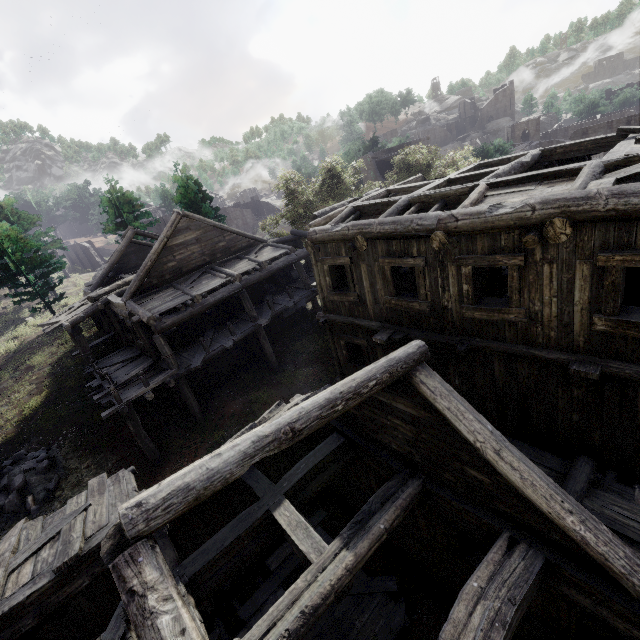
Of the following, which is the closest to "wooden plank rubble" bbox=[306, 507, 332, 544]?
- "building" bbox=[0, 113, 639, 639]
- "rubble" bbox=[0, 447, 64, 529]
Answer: "building" bbox=[0, 113, 639, 639]

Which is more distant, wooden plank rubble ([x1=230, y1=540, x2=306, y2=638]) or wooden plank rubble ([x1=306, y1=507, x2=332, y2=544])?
wooden plank rubble ([x1=306, y1=507, x2=332, y2=544])

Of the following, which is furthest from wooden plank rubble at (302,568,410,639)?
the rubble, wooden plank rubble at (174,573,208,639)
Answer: the rubble

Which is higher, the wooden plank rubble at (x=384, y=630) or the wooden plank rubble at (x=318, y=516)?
the wooden plank rubble at (x=318, y=516)

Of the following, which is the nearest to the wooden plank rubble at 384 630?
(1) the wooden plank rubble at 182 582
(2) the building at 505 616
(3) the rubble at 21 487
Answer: (2) the building at 505 616

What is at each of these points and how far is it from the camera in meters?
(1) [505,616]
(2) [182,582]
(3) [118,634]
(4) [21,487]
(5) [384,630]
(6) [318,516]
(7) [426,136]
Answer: (1) building, 4.3 m
(2) wooden plank rubble, 5.8 m
(3) wooden plank rubble, 5.2 m
(4) rubble, 13.8 m
(5) wooden plank rubble, 8.6 m
(6) wooden plank rubble, 11.3 m
(7) building, 36.5 m

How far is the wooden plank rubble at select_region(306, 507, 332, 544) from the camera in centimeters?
1068cm
